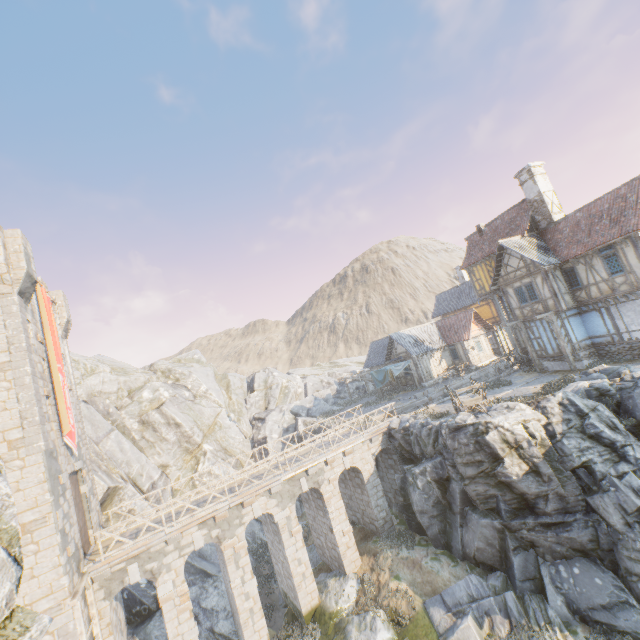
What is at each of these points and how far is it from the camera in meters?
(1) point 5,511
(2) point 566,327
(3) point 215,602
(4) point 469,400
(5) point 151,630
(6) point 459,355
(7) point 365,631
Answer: (1) rock, 6.6 m
(2) building, 21.3 m
(3) rock, 19.5 m
(4) wagon, 18.1 m
(5) rock, 16.4 m
(6) building, 35.5 m
(7) rock, 14.5 m

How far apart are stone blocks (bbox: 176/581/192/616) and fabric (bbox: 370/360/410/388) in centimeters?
2283cm

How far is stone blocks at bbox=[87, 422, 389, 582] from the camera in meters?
13.9

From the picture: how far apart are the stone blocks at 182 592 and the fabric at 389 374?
22.8m

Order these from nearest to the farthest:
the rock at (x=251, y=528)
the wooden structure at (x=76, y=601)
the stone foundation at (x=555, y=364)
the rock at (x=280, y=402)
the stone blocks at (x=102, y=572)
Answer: the wooden structure at (x=76, y=601), the stone blocks at (x=102, y=572), the stone foundation at (x=555, y=364), the rock at (x=280, y=402), the rock at (x=251, y=528)

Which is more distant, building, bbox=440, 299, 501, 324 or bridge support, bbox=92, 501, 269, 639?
building, bbox=440, 299, 501, 324

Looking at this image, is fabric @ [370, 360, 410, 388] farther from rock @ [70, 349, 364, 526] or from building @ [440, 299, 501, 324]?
building @ [440, 299, 501, 324]
